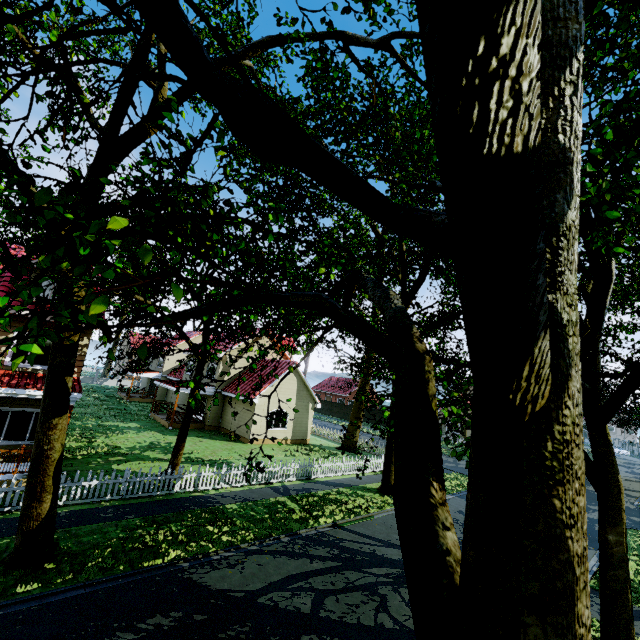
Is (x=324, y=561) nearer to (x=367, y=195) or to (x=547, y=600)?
(x=547, y=600)
